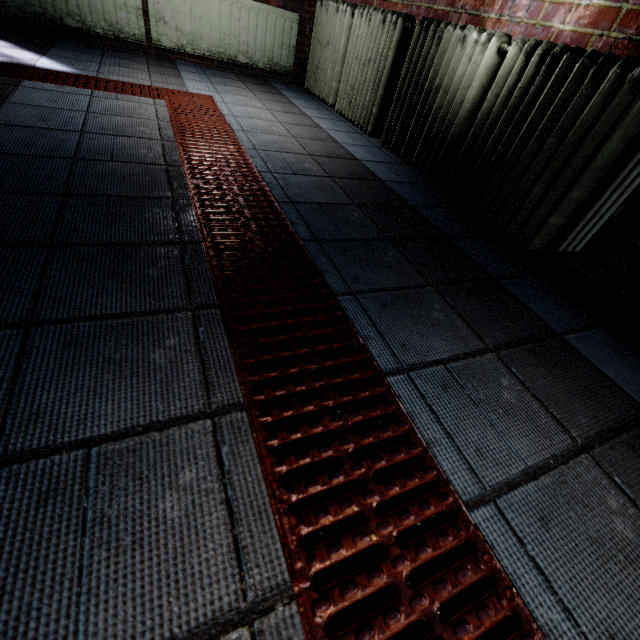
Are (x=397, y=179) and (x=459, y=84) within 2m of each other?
yes

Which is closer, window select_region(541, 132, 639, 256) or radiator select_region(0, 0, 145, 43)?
window select_region(541, 132, 639, 256)

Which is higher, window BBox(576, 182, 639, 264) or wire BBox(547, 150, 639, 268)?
window BBox(576, 182, 639, 264)

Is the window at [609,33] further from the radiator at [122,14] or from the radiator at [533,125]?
the radiator at [122,14]

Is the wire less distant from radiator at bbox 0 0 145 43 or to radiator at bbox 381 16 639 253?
radiator at bbox 381 16 639 253

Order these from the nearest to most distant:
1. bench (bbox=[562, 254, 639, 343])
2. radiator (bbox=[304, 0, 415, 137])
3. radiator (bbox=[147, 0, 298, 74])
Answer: bench (bbox=[562, 254, 639, 343]) → radiator (bbox=[304, 0, 415, 137]) → radiator (bbox=[147, 0, 298, 74])

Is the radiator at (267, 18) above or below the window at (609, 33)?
below

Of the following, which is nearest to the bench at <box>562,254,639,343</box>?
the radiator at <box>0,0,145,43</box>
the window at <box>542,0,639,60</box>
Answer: the window at <box>542,0,639,60</box>
